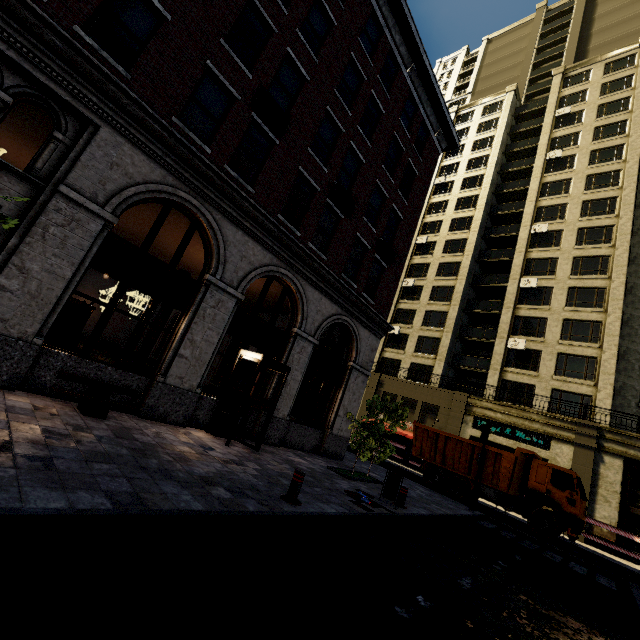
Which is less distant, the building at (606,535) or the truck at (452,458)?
the truck at (452,458)

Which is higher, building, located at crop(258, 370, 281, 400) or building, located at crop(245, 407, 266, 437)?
building, located at crop(258, 370, 281, 400)

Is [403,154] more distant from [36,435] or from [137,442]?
[36,435]

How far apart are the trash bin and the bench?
6.9m

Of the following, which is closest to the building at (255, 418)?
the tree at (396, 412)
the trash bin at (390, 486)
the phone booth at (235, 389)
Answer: the phone booth at (235, 389)

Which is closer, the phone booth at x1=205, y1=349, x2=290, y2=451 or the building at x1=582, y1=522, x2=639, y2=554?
the phone booth at x1=205, y1=349, x2=290, y2=451

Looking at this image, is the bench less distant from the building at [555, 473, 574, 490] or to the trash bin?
the building at [555, 473, 574, 490]

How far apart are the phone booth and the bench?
2.4m
